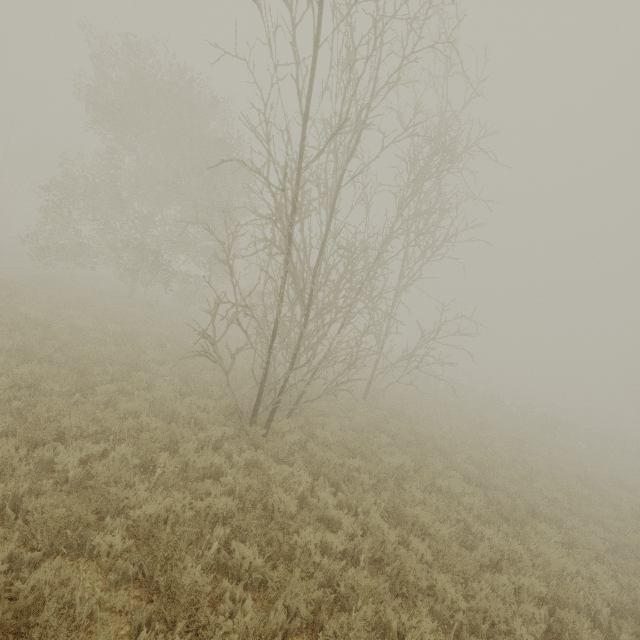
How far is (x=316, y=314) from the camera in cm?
1000
